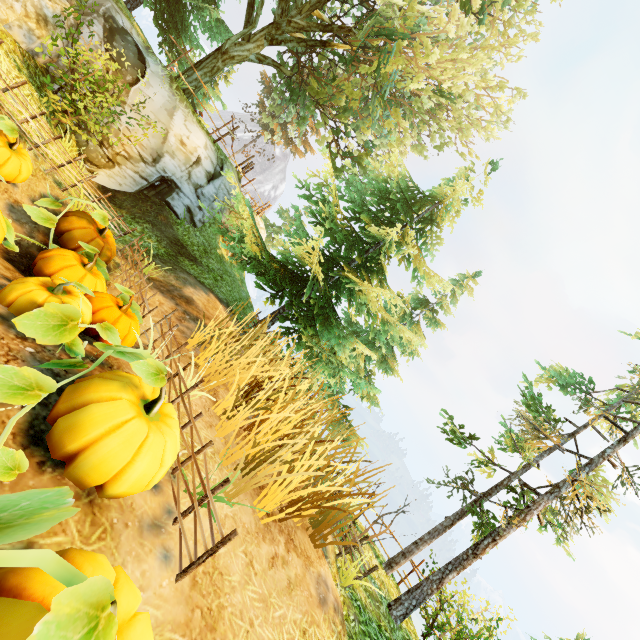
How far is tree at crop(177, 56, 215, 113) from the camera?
12.8 meters

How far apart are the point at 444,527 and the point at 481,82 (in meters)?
13.64

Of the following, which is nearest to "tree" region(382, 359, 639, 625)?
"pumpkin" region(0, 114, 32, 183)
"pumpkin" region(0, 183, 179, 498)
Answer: "pumpkin" region(0, 183, 179, 498)

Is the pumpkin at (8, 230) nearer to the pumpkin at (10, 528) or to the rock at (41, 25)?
the pumpkin at (10, 528)

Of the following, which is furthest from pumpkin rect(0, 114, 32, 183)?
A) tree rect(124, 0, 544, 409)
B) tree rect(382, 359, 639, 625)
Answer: tree rect(382, 359, 639, 625)

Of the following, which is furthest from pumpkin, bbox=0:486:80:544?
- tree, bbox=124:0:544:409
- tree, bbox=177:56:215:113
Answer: tree, bbox=177:56:215:113

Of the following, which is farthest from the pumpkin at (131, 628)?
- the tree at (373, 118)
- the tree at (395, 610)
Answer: the tree at (373, 118)

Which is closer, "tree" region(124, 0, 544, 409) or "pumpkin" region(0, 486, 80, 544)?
"pumpkin" region(0, 486, 80, 544)
